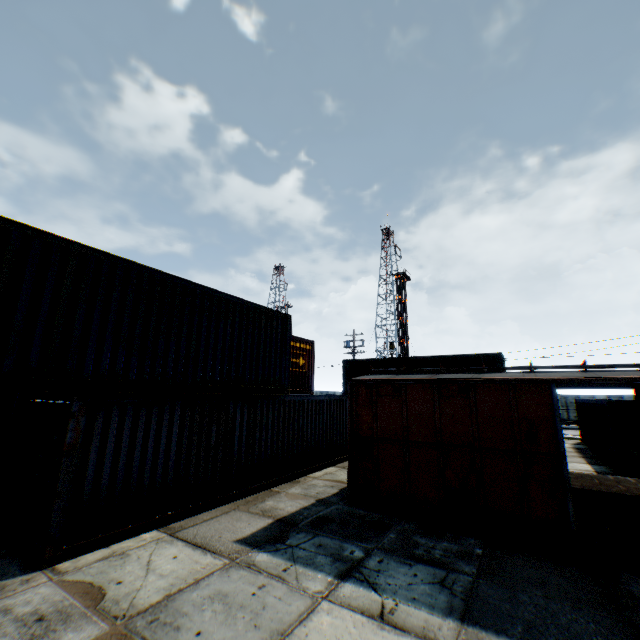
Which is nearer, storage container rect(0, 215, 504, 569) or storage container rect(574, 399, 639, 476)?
storage container rect(0, 215, 504, 569)

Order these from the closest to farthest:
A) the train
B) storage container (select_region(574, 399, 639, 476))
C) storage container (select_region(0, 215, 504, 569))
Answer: storage container (select_region(0, 215, 504, 569)) → the train → storage container (select_region(574, 399, 639, 476))

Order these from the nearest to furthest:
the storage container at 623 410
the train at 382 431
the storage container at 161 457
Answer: the storage container at 161 457 < the train at 382 431 < the storage container at 623 410

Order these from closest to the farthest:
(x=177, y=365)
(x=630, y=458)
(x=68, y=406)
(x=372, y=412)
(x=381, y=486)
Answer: (x=68, y=406) → (x=177, y=365) → (x=381, y=486) → (x=372, y=412) → (x=630, y=458)

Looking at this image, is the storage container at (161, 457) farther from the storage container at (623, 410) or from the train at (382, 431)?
the storage container at (623, 410)

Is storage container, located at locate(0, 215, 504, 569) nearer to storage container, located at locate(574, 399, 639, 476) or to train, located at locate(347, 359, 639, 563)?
train, located at locate(347, 359, 639, 563)

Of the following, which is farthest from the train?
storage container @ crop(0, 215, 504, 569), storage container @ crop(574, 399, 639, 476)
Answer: storage container @ crop(574, 399, 639, 476)
